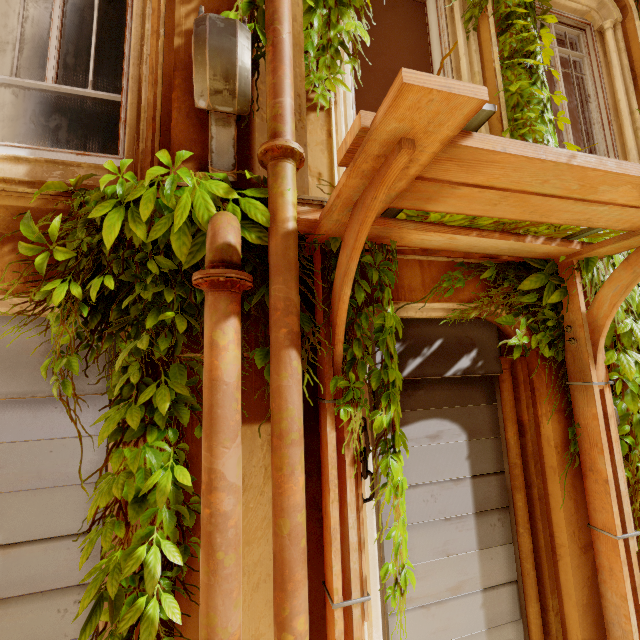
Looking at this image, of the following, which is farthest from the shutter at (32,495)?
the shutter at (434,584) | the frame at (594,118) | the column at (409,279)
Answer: the frame at (594,118)

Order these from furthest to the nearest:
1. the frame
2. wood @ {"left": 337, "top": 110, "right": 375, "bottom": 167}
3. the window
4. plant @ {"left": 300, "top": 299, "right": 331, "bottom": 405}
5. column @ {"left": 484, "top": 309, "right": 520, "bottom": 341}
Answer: the frame
column @ {"left": 484, "top": 309, "right": 520, "bottom": 341}
the window
plant @ {"left": 300, "top": 299, "right": 331, "bottom": 405}
wood @ {"left": 337, "top": 110, "right": 375, "bottom": 167}

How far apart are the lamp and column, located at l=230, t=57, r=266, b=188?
0.0 meters

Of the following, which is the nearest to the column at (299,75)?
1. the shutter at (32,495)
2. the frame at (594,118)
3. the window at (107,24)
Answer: the window at (107,24)

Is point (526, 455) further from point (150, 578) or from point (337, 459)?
point (150, 578)

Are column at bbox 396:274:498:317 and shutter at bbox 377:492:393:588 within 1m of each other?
yes

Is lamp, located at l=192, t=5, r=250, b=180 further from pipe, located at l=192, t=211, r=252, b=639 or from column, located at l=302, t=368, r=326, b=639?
column, located at l=302, t=368, r=326, b=639
